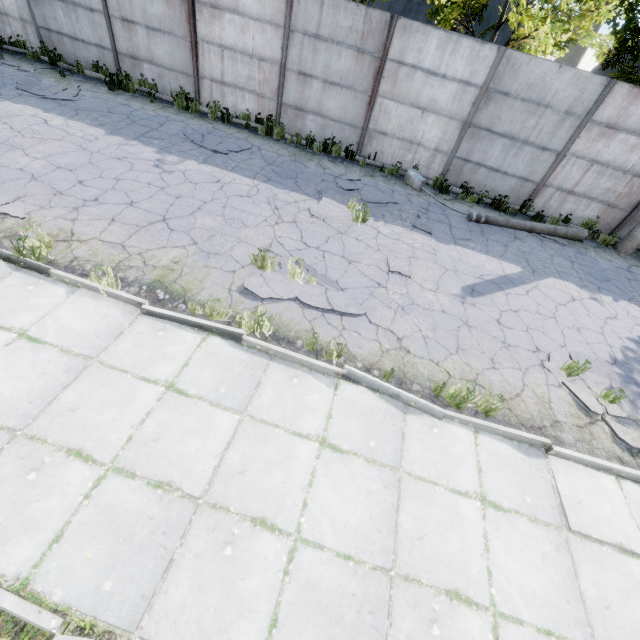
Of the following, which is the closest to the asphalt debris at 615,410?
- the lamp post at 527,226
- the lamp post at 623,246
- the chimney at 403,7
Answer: the lamp post at 527,226

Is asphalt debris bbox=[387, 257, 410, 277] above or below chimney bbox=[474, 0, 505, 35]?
below

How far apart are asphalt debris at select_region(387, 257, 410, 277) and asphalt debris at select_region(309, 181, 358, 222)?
1.4 meters

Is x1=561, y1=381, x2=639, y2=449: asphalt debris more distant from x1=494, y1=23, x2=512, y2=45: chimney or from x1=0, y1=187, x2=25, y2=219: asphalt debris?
x1=494, y1=23, x2=512, y2=45: chimney

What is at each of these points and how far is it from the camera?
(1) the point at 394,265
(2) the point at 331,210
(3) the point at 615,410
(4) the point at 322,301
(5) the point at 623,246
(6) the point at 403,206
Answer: (1) asphalt debris, 6.9 meters
(2) asphalt debris, 8.0 meters
(3) asphalt debris, 5.2 meters
(4) asphalt debris, 5.6 meters
(5) lamp post, 10.1 meters
(6) asphalt debris, 9.0 meters

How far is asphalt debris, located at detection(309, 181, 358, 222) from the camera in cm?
780

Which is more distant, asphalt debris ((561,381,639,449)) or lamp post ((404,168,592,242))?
lamp post ((404,168,592,242))

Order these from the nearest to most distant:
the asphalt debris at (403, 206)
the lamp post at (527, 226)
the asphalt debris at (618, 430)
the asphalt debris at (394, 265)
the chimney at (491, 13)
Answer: the asphalt debris at (618, 430)
the asphalt debris at (394, 265)
the asphalt debris at (403, 206)
the lamp post at (527, 226)
the chimney at (491, 13)
